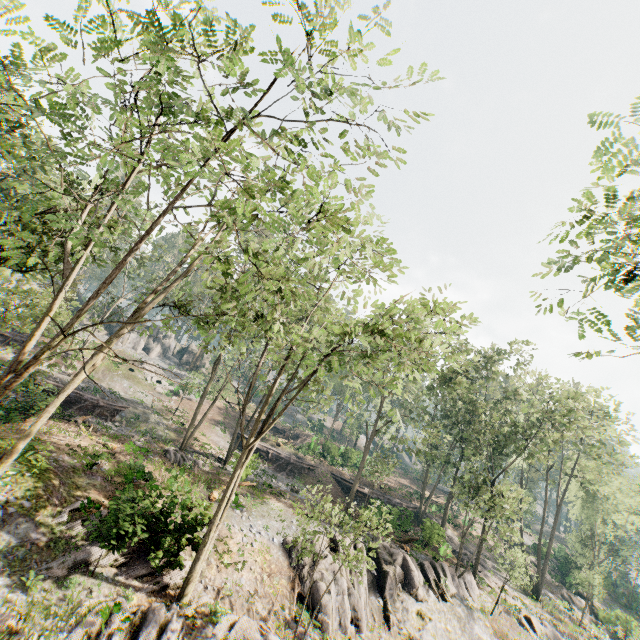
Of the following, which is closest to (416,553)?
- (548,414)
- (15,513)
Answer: (548,414)

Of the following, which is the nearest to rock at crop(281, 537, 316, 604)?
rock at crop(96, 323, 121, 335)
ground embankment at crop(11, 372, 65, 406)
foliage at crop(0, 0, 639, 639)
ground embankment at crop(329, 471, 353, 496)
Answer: foliage at crop(0, 0, 639, 639)

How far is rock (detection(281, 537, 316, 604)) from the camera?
17.1 meters

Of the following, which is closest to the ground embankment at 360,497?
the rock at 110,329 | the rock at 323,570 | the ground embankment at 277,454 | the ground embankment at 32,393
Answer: the ground embankment at 277,454

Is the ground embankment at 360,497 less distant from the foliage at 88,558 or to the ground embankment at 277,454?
the foliage at 88,558

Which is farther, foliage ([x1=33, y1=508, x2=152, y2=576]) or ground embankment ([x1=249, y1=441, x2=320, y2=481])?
ground embankment ([x1=249, y1=441, x2=320, y2=481])

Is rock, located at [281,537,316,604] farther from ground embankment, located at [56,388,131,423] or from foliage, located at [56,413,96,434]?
ground embankment, located at [56,388,131,423]
